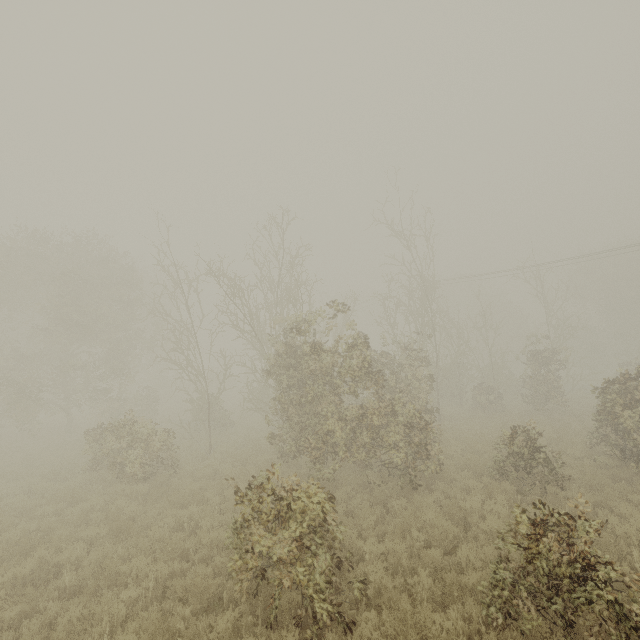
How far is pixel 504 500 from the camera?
8.84m
